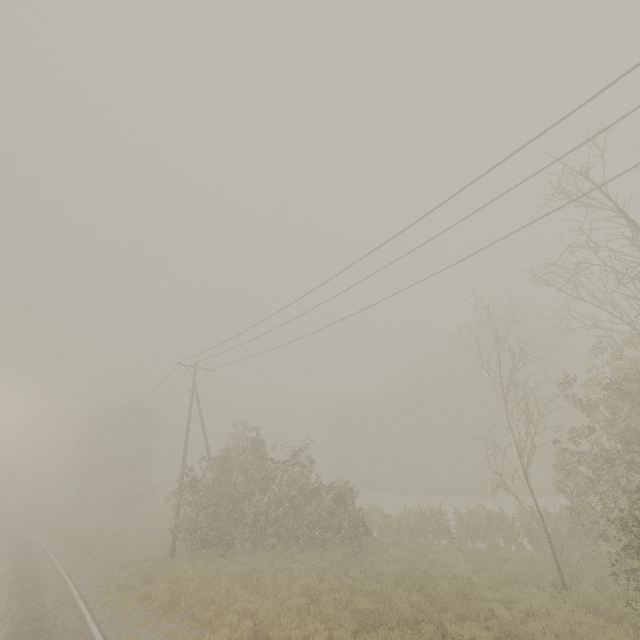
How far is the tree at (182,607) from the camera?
11.60m

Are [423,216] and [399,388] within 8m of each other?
no

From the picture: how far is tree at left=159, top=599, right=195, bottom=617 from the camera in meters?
11.6
